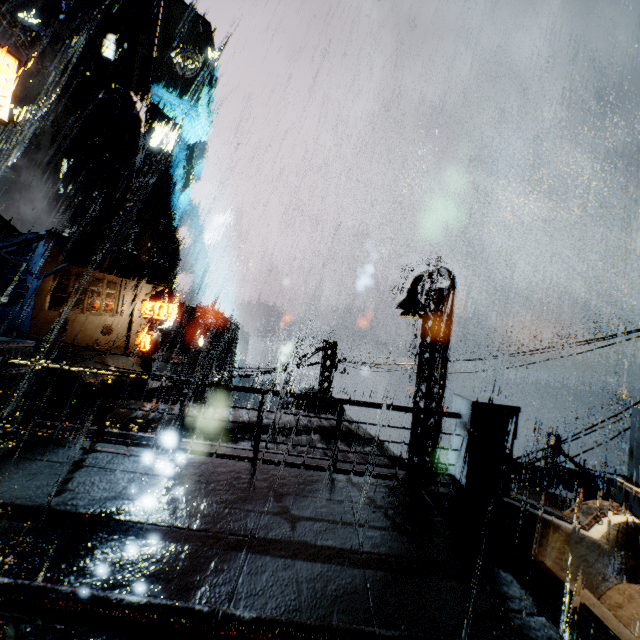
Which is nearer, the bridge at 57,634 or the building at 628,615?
the bridge at 57,634

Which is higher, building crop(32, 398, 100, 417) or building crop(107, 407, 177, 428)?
building crop(107, 407, 177, 428)

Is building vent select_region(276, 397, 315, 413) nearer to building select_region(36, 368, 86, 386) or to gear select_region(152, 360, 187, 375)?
building select_region(36, 368, 86, 386)

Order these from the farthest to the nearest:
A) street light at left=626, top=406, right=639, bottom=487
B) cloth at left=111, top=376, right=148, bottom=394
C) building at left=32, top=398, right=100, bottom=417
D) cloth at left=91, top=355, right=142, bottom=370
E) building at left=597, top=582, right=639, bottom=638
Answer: cloth at left=91, top=355, right=142, bottom=370, cloth at left=111, top=376, right=148, bottom=394, building at left=32, top=398, right=100, bottom=417, street light at left=626, top=406, right=639, bottom=487, building at left=597, top=582, right=639, bottom=638

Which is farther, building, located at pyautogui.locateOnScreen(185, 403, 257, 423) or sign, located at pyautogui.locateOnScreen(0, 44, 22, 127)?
sign, located at pyautogui.locateOnScreen(0, 44, 22, 127)

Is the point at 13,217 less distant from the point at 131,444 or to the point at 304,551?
the point at 131,444

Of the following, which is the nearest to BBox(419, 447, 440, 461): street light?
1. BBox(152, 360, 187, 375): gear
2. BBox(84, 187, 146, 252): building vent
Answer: BBox(152, 360, 187, 375): gear

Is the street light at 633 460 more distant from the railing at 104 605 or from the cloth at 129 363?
the cloth at 129 363
